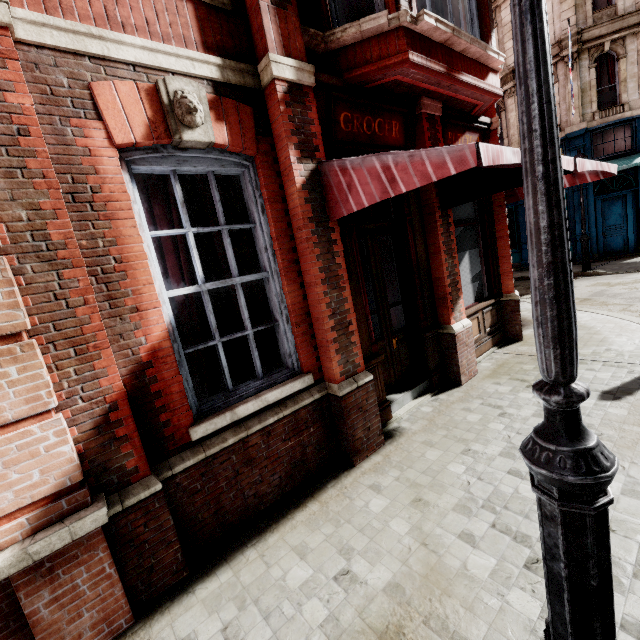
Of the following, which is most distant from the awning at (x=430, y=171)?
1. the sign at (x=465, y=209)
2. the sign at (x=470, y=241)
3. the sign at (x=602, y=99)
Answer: the sign at (x=602, y=99)

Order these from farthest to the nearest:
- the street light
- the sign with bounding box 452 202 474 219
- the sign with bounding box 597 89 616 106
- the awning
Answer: the sign with bounding box 597 89 616 106 < the sign with bounding box 452 202 474 219 < the awning < the street light

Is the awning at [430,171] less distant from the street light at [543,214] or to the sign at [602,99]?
the street light at [543,214]

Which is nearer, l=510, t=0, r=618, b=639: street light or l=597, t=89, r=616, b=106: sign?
l=510, t=0, r=618, b=639: street light

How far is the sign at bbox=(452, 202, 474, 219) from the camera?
6.0 meters

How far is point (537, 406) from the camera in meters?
4.3

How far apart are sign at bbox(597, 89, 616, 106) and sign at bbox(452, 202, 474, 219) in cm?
1448

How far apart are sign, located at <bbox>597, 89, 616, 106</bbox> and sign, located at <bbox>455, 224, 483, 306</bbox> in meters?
14.7 m
